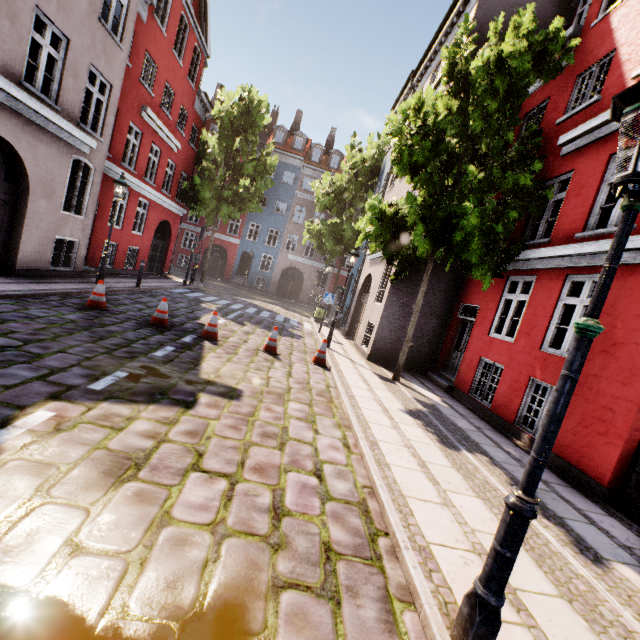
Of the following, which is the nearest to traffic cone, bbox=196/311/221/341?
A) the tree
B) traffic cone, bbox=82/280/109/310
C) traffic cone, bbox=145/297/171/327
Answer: traffic cone, bbox=145/297/171/327

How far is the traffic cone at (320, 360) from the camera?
9.2m

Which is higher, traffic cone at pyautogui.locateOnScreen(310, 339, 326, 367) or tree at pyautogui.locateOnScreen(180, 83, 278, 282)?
tree at pyautogui.locateOnScreen(180, 83, 278, 282)

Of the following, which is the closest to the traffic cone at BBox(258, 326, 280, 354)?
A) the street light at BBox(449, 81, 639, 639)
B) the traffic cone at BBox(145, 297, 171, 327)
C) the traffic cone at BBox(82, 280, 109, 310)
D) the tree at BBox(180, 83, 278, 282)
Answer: the traffic cone at BBox(145, 297, 171, 327)

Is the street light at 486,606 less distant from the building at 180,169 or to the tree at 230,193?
the building at 180,169

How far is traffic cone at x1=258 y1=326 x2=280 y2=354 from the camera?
8.88m

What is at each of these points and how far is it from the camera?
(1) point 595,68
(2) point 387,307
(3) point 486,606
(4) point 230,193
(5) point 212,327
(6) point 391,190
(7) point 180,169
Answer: (1) building, 8.05m
(2) building, 11.46m
(3) street light, 2.00m
(4) tree, 20.42m
(5) traffic cone, 8.54m
(6) building, 15.60m
(7) building, 18.98m

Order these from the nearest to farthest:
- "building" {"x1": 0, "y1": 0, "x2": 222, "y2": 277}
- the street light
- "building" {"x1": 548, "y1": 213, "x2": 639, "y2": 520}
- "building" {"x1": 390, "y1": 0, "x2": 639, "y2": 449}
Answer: the street light
"building" {"x1": 548, "y1": 213, "x2": 639, "y2": 520}
"building" {"x1": 390, "y1": 0, "x2": 639, "y2": 449}
"building" {"x1": 0, "y1": 0, "x2": 222, "y2": 277}
